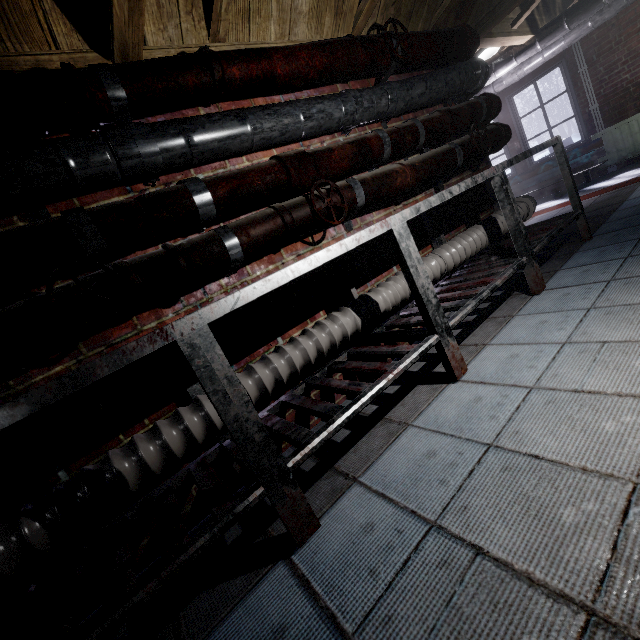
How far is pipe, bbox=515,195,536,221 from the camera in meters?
2.6 m

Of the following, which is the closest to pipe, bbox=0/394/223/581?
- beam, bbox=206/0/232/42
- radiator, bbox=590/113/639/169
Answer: beam, bbox=206/0/232/42

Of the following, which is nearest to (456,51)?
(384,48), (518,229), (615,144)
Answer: (384,48)

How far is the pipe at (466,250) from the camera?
2.1 meters

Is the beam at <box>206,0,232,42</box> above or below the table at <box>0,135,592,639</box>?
above

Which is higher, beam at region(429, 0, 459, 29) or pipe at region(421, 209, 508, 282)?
beam at region(429, 0, 459, 29)

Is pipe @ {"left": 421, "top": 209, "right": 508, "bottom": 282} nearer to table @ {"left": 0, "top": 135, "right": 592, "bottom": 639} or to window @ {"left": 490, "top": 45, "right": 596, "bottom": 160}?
table @ {"left": 0, "top": 135, "right": 592, "bottom": 639}
